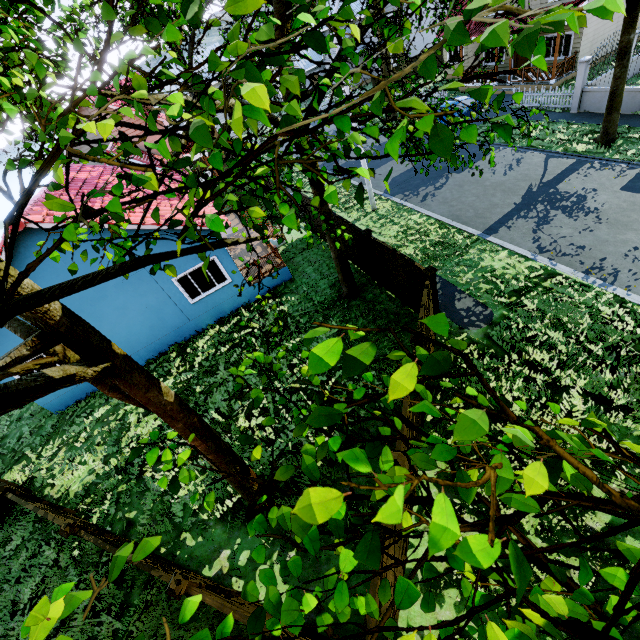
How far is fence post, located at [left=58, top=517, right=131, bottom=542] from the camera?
6.9 meters

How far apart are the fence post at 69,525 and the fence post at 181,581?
3.0m

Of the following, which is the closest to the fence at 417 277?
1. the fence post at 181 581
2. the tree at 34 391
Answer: the fence post at 181 581

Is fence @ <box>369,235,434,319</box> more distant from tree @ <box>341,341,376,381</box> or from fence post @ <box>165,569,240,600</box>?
tree @ <box>341,341,376,381</box>

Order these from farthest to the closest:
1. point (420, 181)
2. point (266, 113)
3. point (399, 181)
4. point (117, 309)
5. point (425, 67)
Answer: point (399, 181)
point (420, 181)
point (117, 309)
point (266, 113)
point (425, 67)

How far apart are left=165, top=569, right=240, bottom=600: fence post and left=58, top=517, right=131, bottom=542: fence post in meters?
3.0

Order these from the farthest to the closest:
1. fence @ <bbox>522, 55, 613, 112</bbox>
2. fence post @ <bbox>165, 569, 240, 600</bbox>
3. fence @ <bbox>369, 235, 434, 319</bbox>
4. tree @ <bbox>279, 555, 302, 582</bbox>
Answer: fence @ <bbox>522, 55, 613, 112</bbox> → fence @ <bbox>369, 235, 434, 319</bbox> → fence post @ <bbox>165, 569, 240, 600</bbox> → tree @ <bbox>279, 555, 302, 582</bbox>
